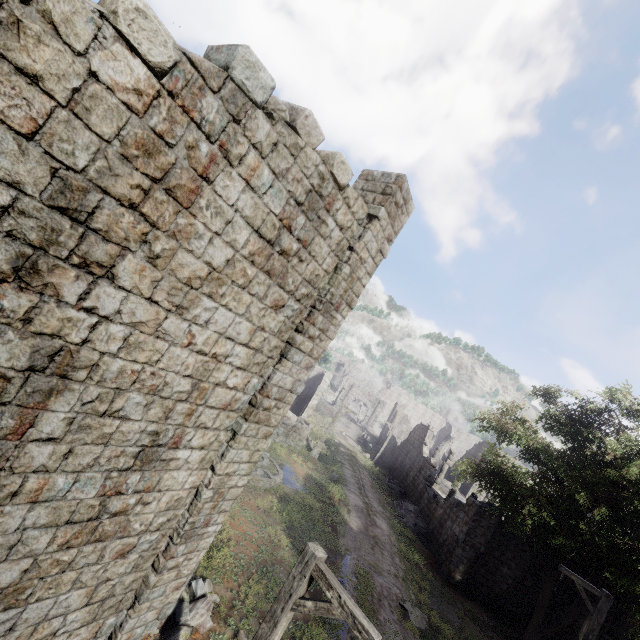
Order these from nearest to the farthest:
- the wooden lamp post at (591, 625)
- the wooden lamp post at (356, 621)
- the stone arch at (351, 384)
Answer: the wooden lamp post at (356, 621), the wooden lamp post at (591, 625), the stone arch at (351, 384)

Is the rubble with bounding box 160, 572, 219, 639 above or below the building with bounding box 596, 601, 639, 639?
below

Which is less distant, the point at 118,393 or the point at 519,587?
the point at 118,393

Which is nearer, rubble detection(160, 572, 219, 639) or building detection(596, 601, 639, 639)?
rubble detection(160, 572, 219, 639)

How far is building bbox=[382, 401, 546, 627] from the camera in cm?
1848

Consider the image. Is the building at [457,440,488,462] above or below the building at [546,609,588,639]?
above

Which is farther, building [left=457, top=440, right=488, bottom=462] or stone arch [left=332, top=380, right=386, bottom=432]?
stone arch [left=332, top=380, right=386, bottom=432]

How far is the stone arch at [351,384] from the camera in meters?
56.9
